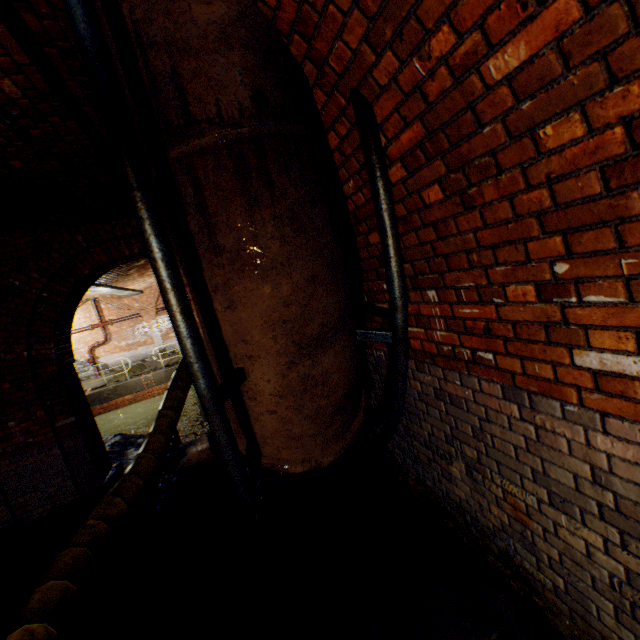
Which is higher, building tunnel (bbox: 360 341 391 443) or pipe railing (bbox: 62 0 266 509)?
pipe railing (bbox: 62 0 266 509)

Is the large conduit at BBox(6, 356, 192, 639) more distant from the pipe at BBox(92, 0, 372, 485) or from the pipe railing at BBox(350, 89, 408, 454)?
the pipe at BBox(92, 0, 372, 485)

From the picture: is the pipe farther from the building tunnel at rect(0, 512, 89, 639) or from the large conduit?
the large conduit

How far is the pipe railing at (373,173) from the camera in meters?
1.5 m

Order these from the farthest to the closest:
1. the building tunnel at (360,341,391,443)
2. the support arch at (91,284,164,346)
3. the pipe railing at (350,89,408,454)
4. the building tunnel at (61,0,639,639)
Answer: the support arch at (91,284,164,346)
the building tunnel at (360,341,391,443)
the pipe railing at (350,89,408,454)
the building tunnel at (61,0,639,639)

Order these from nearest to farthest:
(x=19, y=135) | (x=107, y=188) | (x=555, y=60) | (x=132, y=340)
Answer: (x=555, y=60) < (x=19, y=135) < (x=107, y=188) < (x=132, y=340)

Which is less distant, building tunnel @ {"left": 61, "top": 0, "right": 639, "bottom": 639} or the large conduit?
building tunnel @ {"left": 61, "top": 0, "right": 639, "bottom": 639}

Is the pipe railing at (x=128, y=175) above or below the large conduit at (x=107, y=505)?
above
